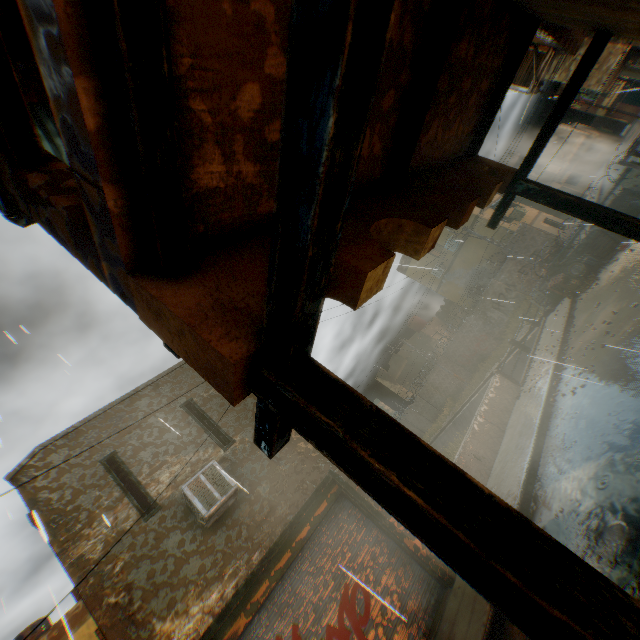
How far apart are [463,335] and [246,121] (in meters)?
27.30

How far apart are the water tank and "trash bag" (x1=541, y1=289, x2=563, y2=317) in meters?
22.2 m

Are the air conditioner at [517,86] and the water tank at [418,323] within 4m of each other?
no

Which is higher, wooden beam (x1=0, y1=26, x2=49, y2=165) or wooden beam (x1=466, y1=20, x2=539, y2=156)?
wooden beam (x1=0, y1=26, x2=49, y2=165)

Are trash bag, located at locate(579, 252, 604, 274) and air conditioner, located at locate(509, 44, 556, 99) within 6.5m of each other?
no

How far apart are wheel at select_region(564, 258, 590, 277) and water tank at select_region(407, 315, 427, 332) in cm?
2319

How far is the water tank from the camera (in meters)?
37.22

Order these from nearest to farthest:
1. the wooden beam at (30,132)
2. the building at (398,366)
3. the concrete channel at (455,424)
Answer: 1. the wooden beam at (30,132)
2. the concrete channel at (455,424)
3. the building at (398,366)
